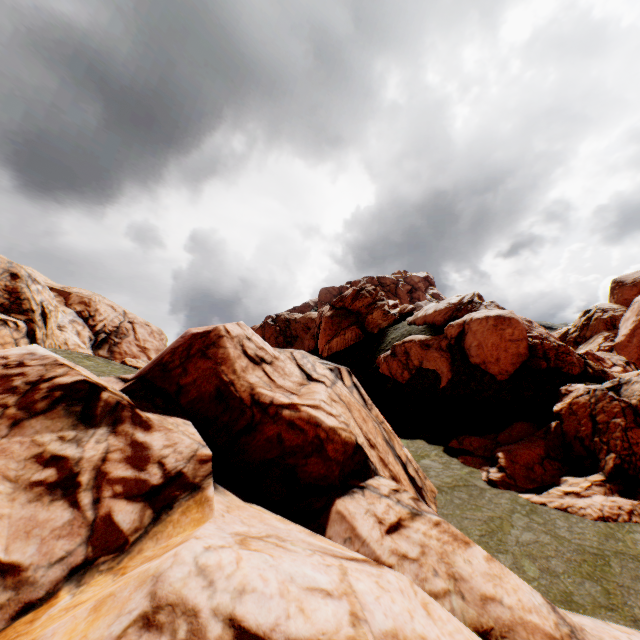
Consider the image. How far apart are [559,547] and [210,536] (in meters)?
13.59
